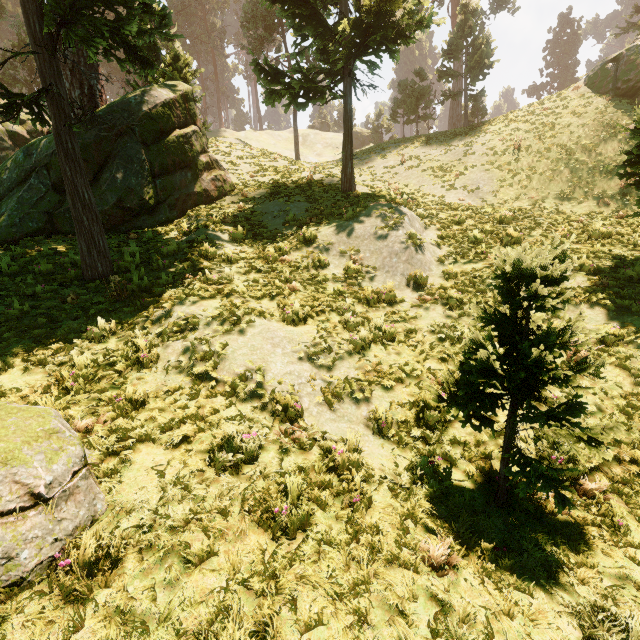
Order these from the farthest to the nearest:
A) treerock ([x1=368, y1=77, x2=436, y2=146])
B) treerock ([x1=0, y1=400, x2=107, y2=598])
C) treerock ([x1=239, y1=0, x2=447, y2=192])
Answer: treerock ([x1=368, y1=77, x2=436, y2=146]), treerock ([x1=239, y1=0, x2=447, y2=192]), treerock ([x1=0, y1=400, x2=107, y2=598])

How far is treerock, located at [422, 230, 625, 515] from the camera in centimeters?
338cm

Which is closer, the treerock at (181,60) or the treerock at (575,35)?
the treerock at (181,60)

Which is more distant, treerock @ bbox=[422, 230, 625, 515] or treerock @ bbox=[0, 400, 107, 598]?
treerock @ bbox=[422, 230, 625, 515]

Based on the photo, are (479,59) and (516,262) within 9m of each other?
no

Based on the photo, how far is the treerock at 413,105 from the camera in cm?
3206
